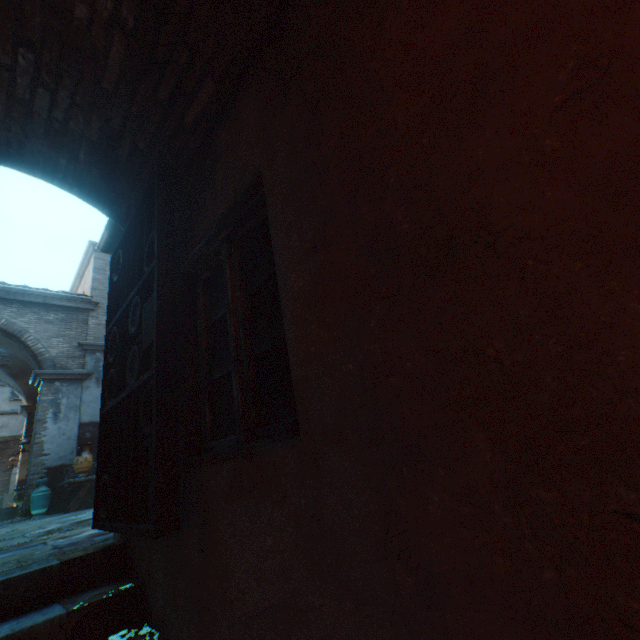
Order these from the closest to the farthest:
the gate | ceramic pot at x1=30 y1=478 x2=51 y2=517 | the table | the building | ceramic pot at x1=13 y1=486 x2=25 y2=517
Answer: the building, the gate, the table, ceramic pot at x1=30 y1=478 x2=51 y2=517, ceramic pot at x1=13 y1=486 x2=25 y2=517

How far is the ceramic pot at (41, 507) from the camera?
8.3m

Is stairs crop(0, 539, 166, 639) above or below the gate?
below

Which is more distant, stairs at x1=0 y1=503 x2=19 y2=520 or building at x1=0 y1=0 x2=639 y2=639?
stairs at x1=0 y1=503 x2=19 y2=520

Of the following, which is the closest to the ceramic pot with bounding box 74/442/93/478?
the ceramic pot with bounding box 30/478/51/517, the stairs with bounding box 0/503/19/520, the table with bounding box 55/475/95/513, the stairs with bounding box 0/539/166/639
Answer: the table with bounding box 55/475/95/513

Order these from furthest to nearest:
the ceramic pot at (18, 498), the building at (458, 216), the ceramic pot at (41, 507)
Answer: the ceramic pot at (18, 498), the ceramic pot at (41, 507), the building at (458, 216)

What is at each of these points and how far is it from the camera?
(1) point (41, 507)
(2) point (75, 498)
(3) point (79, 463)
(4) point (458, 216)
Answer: (1) ceramic pot, 8.3 meters
(2) table, 7.6 meters
(3) ceramic pot, 7.7 meters
(4) building, 0.8 meters

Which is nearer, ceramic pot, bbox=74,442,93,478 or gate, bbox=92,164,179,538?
gate, bbox=92,164,179,538
